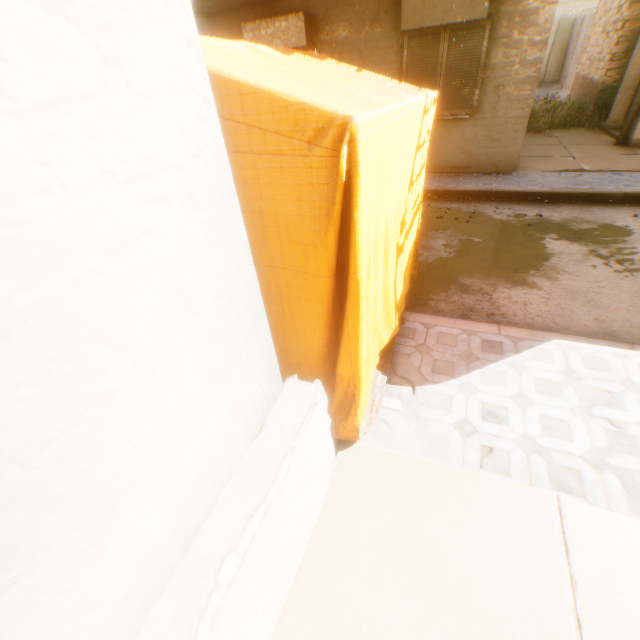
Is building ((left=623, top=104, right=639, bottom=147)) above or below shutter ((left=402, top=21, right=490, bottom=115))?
below

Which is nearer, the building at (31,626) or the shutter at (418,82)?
the building at (31,626)

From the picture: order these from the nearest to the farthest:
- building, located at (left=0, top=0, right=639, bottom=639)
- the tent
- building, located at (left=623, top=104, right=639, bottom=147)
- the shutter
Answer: building, located at (left=0, top=0, right=639, bottom=639)
the tent
the shutter
building, located at (left=623, top=104, right=639, bottom=147)

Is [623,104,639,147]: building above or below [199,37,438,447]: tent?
below

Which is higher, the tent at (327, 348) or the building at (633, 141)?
the tent at (327, 348)

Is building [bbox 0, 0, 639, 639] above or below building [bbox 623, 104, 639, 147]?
above

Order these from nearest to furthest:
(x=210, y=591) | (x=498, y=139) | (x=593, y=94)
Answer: (x=210, y=591)
(x=498, y=139)
(x=593, y=94)

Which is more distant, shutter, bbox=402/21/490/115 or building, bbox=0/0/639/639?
shutter, bbox=402/21/490/115
